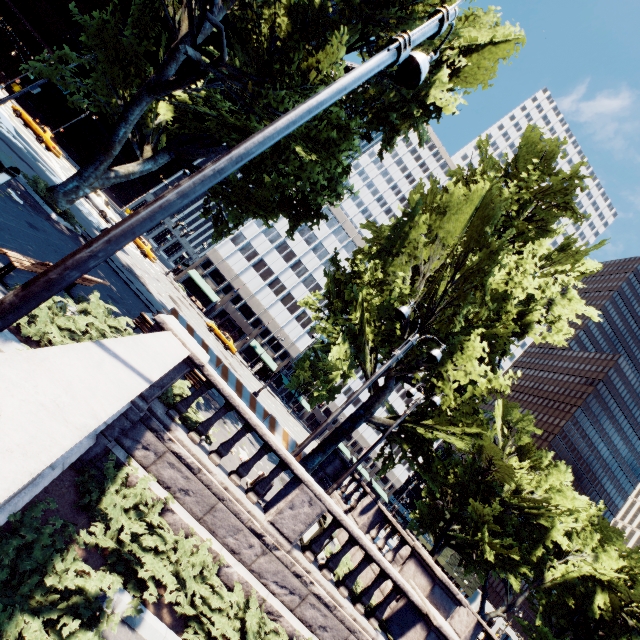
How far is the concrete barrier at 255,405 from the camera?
17.3 meters

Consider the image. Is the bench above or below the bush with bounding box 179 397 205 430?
above

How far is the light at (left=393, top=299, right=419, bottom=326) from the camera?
10.27m

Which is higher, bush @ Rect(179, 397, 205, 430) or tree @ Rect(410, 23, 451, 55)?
tree @ Rect(410, 23, 451, 55)

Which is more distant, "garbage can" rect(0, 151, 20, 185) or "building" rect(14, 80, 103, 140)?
"building" rect(14, 80, 103, 140)

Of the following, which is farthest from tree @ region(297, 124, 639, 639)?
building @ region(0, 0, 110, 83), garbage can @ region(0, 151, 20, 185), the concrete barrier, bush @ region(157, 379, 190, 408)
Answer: building @ region(0, 0, 110, 83)

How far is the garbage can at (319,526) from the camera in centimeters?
927cm

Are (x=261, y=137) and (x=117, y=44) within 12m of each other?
no
